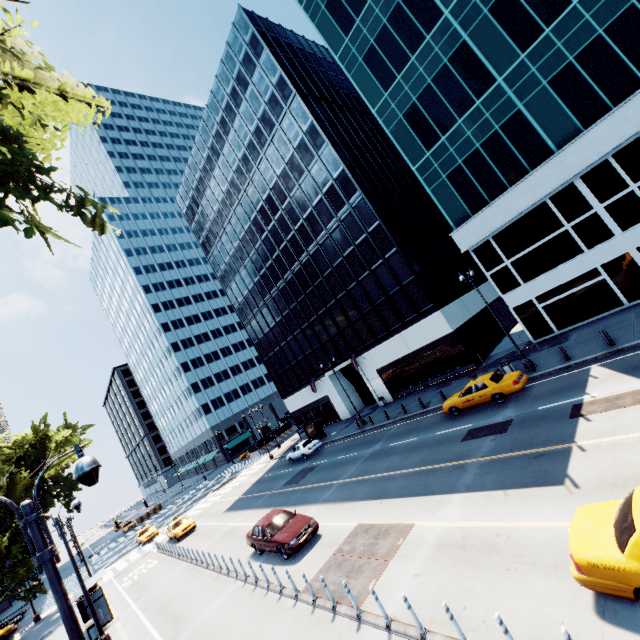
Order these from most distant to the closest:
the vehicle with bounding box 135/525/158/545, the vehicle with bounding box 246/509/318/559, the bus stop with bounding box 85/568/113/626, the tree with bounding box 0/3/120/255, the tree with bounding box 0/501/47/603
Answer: the vehicle with bounding box 135/525/158/545
the tree with bounding box 0/501/47/603
the bus stop with bounding box 85/568/113/626
the vehicle with bounding box 246/509/318/559
the tree with bounding box 0/3/120/255

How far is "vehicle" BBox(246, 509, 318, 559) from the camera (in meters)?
14.35

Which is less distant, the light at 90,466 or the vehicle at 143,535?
the light at 90,466

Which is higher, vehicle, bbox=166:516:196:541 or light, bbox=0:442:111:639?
light, bbox=0:442:111:639

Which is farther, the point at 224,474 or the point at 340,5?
the point at 224,474

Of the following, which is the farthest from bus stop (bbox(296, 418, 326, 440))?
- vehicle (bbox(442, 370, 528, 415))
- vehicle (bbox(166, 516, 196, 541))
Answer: vehicle (bbox(442, 370, 528, 415))

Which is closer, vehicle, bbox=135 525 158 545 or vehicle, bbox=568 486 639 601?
vehicle, bbox=568 486 639 601

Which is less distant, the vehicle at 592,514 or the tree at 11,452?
the vehicle at 592,514
